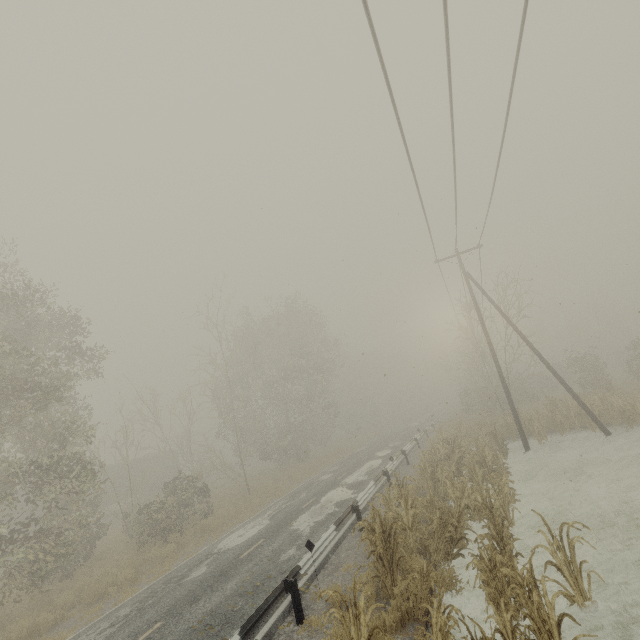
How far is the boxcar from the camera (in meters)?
36.57

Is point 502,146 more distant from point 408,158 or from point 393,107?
point 393,107

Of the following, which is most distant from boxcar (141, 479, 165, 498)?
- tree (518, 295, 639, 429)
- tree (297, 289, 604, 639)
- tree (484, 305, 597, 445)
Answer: tree (518, 295, 639, 429)

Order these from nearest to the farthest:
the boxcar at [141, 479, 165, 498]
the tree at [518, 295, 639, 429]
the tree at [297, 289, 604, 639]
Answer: the tree at [297, 289, 604, 639]
the tree at [518, 295, 639, 429]
the boxcar at [141, 479, 165, 498]

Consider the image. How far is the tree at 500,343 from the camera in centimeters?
1842cm

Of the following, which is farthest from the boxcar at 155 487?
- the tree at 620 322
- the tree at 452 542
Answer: → the tree at 620 322

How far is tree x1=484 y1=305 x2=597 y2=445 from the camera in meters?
18.4 m

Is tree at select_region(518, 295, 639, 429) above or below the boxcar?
below
